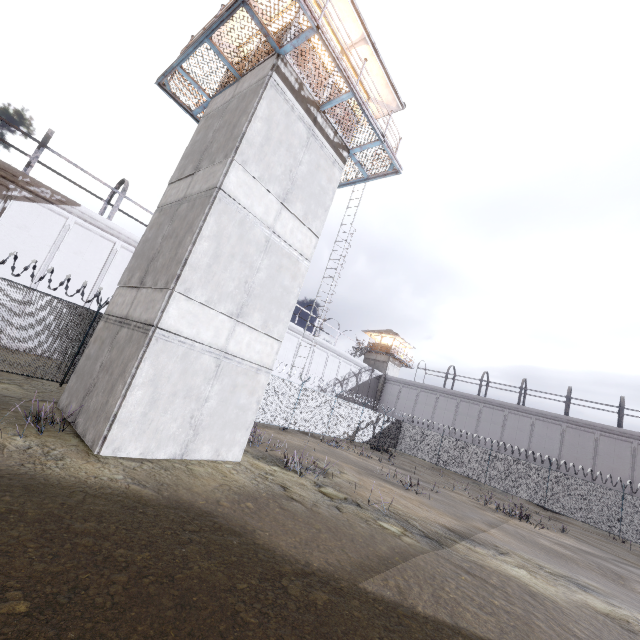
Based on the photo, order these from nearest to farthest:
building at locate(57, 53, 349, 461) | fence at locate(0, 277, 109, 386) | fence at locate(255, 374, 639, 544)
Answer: building at locate(57, 53, 349, 461)
fence at locate(0, 277, 109, 386)
fence at locate(255, 374, 639, 544)

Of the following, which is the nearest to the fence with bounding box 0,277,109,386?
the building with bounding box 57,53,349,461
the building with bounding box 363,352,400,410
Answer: the building with bounding box 57,53,349,461

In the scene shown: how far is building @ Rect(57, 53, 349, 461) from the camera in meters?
7.8

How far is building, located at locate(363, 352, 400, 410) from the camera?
44.0m

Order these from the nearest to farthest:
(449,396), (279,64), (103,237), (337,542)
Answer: (337,542) → (279,64) → (103,237) → (449,396)

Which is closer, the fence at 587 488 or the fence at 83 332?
the fence at 83 332

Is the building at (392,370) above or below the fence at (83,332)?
above

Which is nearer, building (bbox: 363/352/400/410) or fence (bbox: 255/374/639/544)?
fence (bbox: 255/374/639/544)
